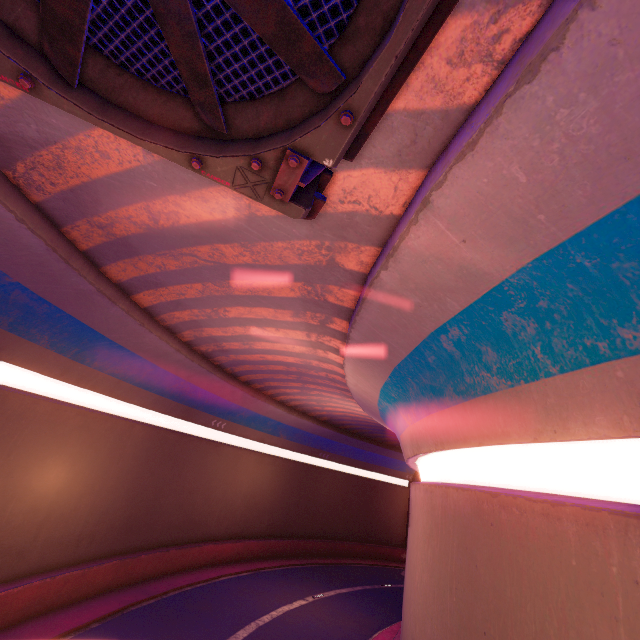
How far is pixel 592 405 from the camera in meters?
4.2 m
